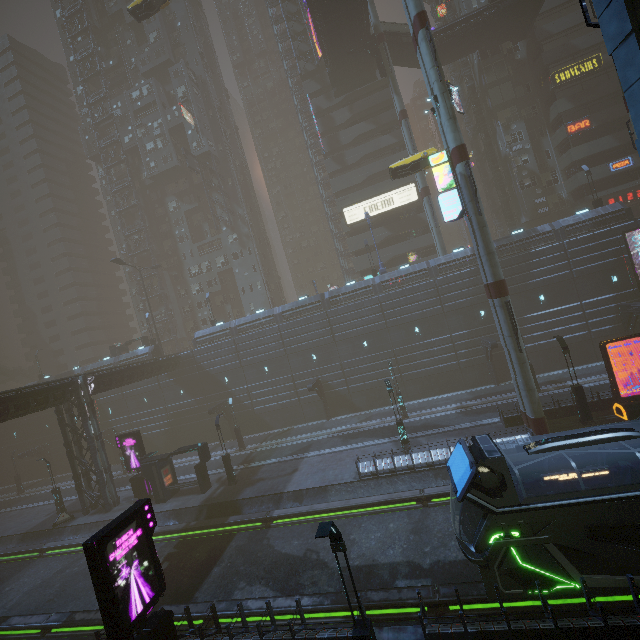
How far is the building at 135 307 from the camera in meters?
42.8

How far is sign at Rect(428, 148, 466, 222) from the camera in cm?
2130

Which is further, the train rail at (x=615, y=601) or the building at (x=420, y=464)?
the building at (x=420, y=464)

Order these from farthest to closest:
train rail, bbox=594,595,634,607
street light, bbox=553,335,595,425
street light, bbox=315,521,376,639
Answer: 1. street light, bbox=553,335,595,425
2. train rail, bbox=594,595,634,607
3. street light, bbox=315,521,376,639

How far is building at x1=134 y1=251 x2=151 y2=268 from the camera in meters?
56.0

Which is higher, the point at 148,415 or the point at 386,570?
the point at 148,415

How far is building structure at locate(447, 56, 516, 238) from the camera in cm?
4262

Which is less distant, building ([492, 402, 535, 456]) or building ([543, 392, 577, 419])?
building ([492, 402, 535, 456])
